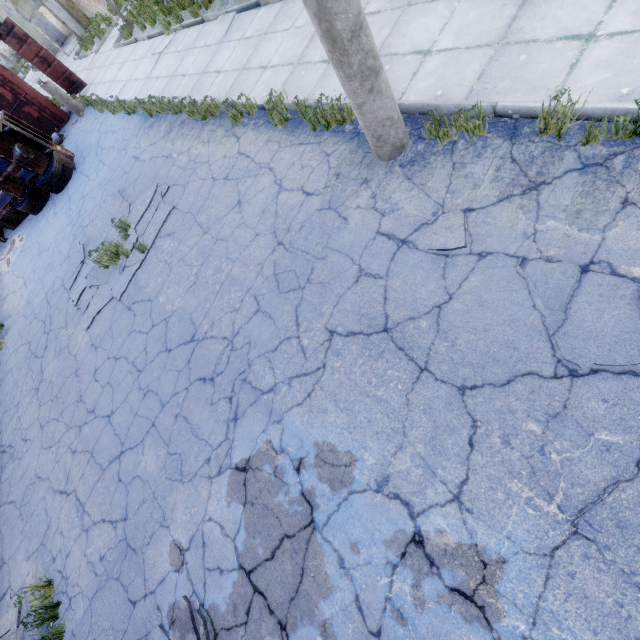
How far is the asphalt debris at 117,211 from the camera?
8.4 meters

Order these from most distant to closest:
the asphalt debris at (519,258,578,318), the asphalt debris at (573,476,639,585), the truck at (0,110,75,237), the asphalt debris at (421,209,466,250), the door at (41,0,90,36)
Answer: the door at (41,0,90,36)
the truck at (0,110,75,237)
the asphalt debris at (421,209,466,250)
the asphalt debris at (519,258,578,318)
the asphalt debris at (573,476,639,585)

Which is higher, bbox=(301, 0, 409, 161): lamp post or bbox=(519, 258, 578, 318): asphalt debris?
bbox=(301, 0, 409, 161): lamp post

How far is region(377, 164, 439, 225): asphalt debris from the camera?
3.8 meters

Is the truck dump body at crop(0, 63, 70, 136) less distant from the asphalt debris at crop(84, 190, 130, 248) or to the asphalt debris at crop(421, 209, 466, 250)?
the asphalt debris at crop(84, 190, 130, 248)

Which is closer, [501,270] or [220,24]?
[501,270]

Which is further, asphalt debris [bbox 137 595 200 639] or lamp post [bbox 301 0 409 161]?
asphalt debris [bbox 137 595 200 639]
